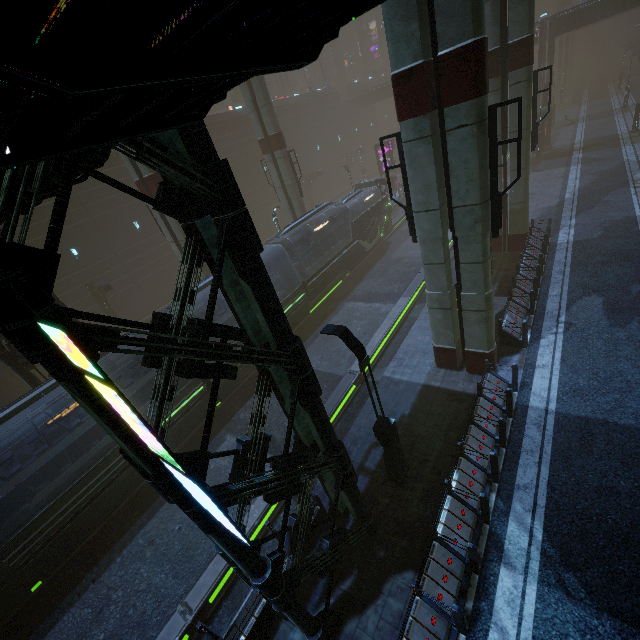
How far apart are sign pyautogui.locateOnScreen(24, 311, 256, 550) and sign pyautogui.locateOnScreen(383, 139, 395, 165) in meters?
39.7

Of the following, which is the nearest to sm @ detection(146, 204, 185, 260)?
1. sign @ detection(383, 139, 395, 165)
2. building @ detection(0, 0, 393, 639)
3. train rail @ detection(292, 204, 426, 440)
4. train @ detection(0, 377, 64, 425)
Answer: building @ detection(0, 0, 393, 639)

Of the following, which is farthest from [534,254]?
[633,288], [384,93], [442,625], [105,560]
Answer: [384,93]

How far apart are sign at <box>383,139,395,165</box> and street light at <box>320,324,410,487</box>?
35.2 meters

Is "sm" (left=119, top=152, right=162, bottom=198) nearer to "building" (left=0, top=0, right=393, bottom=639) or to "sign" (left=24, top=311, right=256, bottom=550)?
"building" (left=0, top=0, right=393, bottom=639)

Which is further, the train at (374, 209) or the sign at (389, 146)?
the sign at (389, 146)

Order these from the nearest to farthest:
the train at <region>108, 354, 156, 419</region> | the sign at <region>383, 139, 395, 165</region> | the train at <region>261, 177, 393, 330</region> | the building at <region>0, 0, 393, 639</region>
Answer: the building at <region>0, 0, 393, 639</region>, the train at <region>108, 354, 156, 419</region>, the train at <region>261, 177, 393, 330</region>, the sign at <region>383, 139, 395, 165</region>

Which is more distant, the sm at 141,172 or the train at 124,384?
the sm at 141,172
